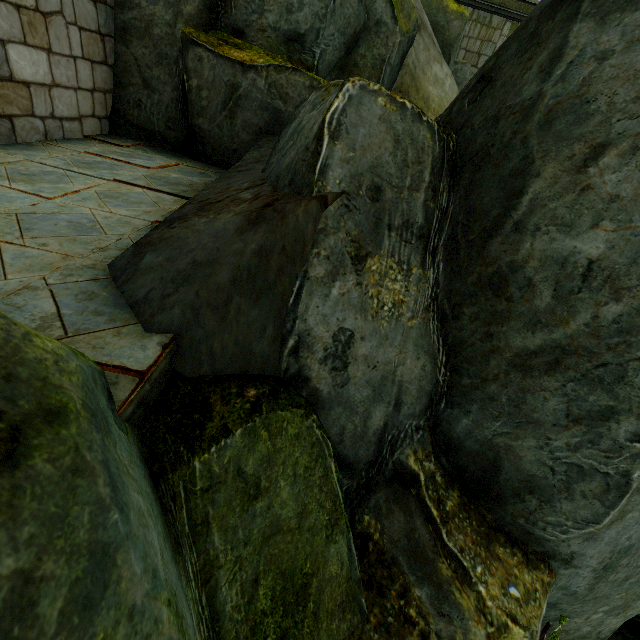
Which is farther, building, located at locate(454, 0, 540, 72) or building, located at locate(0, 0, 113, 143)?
building, located at locate(454, 0, 540, 72)

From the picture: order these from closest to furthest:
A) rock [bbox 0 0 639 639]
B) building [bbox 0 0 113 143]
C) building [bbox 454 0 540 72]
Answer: rock [bbox 0 0 639 639] → building [bbox 0 0 113 143] → building [bbox 454 0 540 72]

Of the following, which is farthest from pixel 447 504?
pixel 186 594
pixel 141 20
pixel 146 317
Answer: pixel 141 20

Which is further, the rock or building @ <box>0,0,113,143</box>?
building @ <box>0,0,113,143</box>

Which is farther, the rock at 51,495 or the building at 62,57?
the building at 62,57

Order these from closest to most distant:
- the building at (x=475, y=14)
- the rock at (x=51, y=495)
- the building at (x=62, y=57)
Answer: the rock at (x=51, y=495), the building at (x=62, y=57), the building at (x=475, y=14)

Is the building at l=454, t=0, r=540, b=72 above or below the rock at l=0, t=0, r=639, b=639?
above
